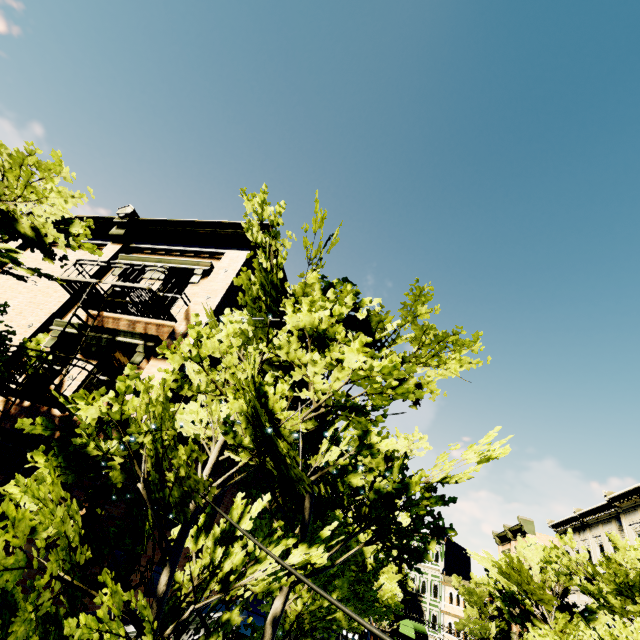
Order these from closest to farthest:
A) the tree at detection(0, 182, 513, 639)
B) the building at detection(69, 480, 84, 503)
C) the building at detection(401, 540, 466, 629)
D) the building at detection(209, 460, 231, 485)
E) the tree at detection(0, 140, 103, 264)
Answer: the tree at detection(0, 182, 513, 639) → the tree at detection(0, 140, 103, 264) → the building at detection(69, 480, 84, 503) → the building at detection(209, 460, 231, 485) → the building at detection(401, 540, 466, 629)

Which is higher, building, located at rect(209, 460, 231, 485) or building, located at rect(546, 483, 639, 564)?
building, located at rect(546, 483, 639, 564)

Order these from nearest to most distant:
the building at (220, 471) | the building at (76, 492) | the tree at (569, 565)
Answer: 1. the building at (76, 492)
2. the building at (220, 471)
3. the tree at (569, 565)

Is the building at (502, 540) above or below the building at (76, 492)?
above

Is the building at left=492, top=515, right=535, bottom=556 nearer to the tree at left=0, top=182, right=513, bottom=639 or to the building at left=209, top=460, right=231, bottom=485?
the tree at left=0, top=182, right=513, bottom=639

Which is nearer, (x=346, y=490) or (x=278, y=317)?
(x=278, y=317)

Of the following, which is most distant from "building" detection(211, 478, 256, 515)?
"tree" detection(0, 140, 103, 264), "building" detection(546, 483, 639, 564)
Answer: "building" detection(546, 483, 639, 564)

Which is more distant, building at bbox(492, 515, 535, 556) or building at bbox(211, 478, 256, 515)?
building at bbox(492, 515, 535, 556)
